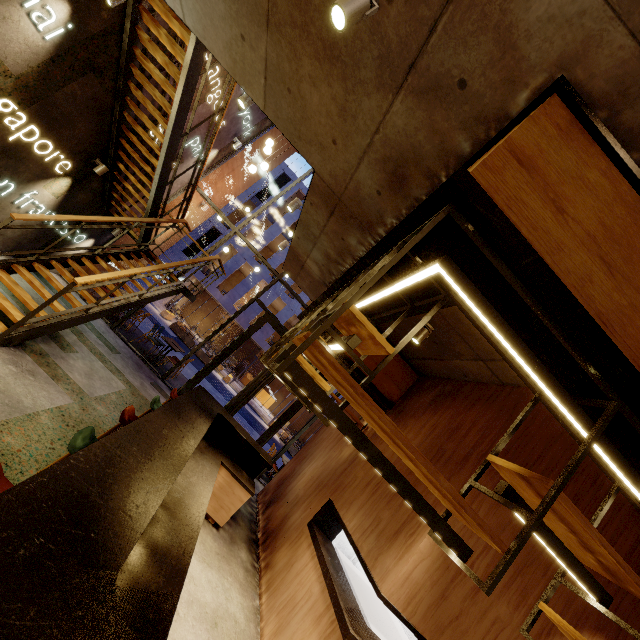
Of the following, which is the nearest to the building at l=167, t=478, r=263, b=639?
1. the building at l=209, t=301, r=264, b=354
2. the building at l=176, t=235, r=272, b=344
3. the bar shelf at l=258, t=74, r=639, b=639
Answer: the bar shelf at l=258, t=74, r=639, b=639

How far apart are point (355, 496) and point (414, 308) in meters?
3.7 m

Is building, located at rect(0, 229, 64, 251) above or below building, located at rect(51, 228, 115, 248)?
below

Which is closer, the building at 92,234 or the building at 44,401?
the building at 44,401

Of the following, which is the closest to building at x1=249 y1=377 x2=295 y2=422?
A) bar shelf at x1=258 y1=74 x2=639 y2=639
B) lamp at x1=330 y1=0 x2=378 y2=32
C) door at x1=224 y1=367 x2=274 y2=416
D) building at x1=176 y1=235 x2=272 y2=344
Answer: building at x1=176 y1=235 x2=272 y2=344

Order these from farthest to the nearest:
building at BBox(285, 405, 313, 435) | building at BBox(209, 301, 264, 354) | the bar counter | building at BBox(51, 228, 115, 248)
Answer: building at BBox(285, 405, 313, 435)
building at BBox(209, 301, 264, 354)
building at BBox(51, 228, 115, 248)
the bar counter

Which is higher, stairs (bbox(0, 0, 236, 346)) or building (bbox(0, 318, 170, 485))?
stairs (bbox(0, 0, 236, 346))

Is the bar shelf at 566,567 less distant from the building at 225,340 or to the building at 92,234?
the building at 92,234
